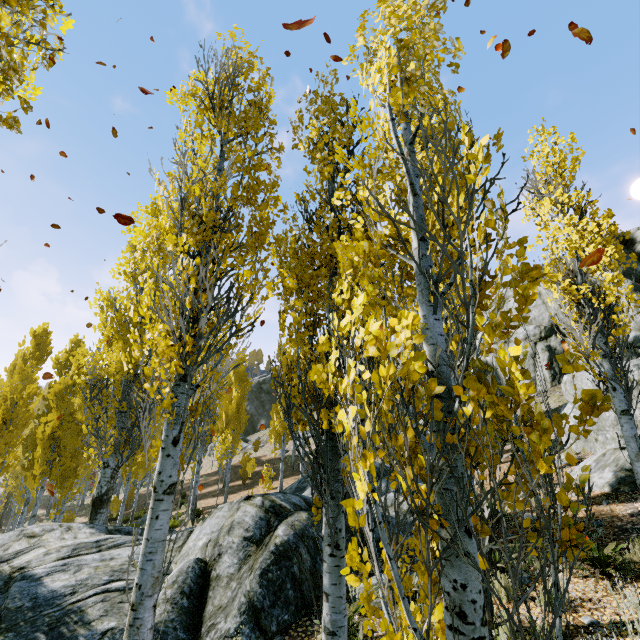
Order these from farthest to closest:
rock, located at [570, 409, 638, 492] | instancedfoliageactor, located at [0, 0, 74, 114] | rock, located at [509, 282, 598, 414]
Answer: rock, located at [509, 282, 598, 414] < rock, located at [570, 409, 638, 492] < instancedfoliageactor, located at [0, 0, 74, 114]

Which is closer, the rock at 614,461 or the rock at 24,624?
the rock at 24,624

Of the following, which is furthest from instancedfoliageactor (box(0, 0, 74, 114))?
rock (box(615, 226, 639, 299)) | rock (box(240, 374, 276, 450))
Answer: rock (box(240, 374, 276, 450))

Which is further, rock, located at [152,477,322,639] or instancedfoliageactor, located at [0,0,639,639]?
rock, located at [152,477,322,639]

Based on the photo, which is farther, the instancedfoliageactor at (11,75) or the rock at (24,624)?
the rock at (24,624)

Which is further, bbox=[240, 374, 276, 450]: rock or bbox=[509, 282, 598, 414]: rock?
bbox=[240, 374, 276, 450]: rock

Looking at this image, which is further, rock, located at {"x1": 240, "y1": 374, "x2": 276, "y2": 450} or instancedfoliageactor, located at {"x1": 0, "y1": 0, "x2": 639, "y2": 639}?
rock, located at {"x1": 240, "y1": 374, "x2": 276, "y2": 450}

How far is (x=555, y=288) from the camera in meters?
8.5
